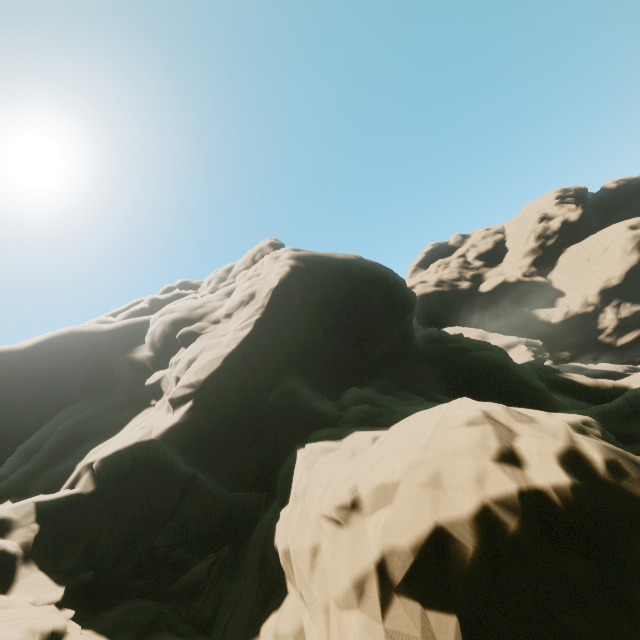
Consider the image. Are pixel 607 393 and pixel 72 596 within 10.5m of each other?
no
